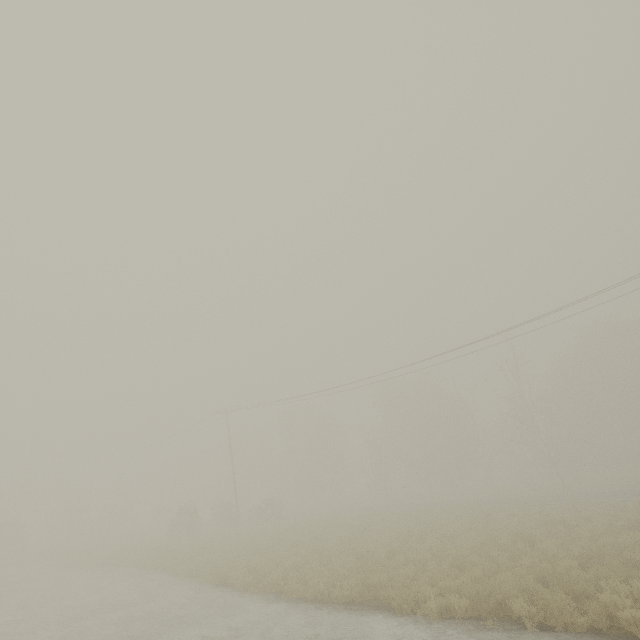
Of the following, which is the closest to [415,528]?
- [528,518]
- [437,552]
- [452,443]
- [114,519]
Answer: [437,552]
